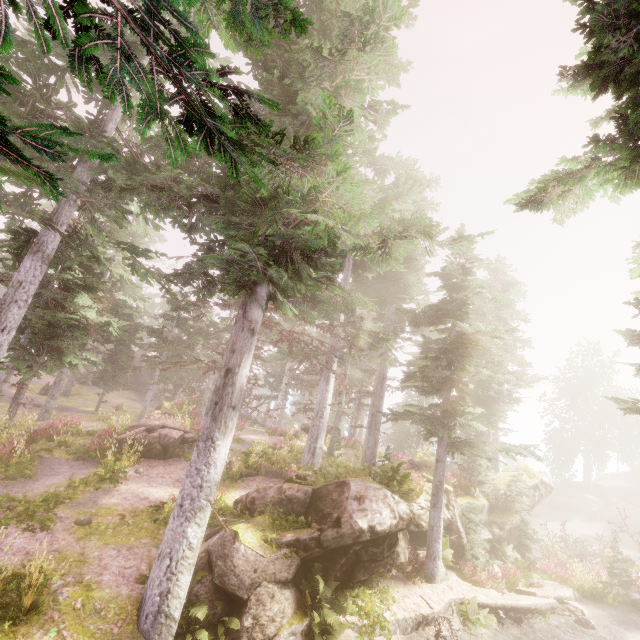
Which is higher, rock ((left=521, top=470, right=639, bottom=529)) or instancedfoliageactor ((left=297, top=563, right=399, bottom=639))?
rock ((left=521, top=470, right=639, bottom=529))

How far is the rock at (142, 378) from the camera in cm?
4217

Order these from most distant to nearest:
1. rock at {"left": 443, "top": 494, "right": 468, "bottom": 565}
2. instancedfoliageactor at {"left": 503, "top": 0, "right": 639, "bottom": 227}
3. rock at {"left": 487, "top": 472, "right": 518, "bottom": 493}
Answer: rock at {"left": 487, "top": 472, "right": 518, "bottom": 493} → rock at {"left": 443, "top": 494, "right": 468, "bottom": 565} → instancedfoliageactor at {"left": 503, "top": 0, "right": 639, "bottom": 227}

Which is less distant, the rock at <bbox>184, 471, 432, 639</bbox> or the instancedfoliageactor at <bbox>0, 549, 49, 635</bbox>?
the instancedfoliageactor at <bbox>0, 549, 49, 635</bbox>

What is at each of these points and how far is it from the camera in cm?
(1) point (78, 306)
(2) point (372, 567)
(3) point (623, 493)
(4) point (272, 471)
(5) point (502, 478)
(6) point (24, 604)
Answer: (1) instancedfoliageactor, 1812
(2) rock, 1097
(3) rock, 4209
(4) rock, 1716
(5) rock, 2234
(6) instancedfoliageactor, 715

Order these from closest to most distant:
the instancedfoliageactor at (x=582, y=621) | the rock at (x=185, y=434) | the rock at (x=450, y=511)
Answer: the instancedfoliageactor at (x=582, y=621) < the rock at (x=450, y=511) < the rock at (x=185, y=434)

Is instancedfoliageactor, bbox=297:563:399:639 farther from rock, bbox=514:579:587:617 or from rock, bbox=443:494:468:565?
rock, bbox=514:579:587:617
